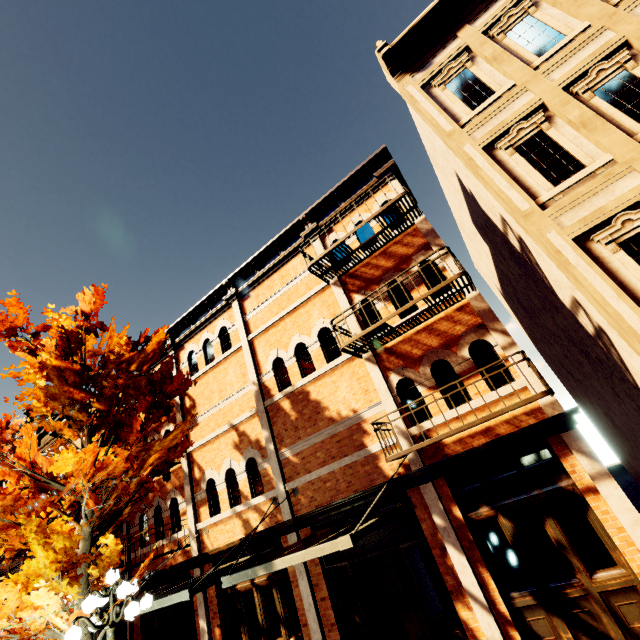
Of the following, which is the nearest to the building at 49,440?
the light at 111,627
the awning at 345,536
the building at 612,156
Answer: the awning at 345,536

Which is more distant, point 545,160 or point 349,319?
point 349,319

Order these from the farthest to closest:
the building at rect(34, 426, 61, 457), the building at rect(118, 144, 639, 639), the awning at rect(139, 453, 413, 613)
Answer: the building at rect(34, 426, 61, 457)
the building at rect(118, 144, 639, 639)
the awning at rect(139, 453, 413, 613)

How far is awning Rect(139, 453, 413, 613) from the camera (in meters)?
5.21

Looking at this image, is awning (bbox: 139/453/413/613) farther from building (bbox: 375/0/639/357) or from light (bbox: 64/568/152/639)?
building (bbox: 375/0/639/357)

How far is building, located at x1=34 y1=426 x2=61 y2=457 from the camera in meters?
16.7

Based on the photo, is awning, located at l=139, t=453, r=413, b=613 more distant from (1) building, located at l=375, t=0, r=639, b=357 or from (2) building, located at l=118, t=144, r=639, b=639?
(1) building, located at l=375, t=0, r=639, b=357

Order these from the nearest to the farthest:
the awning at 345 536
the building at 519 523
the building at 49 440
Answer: the awning at 345 536
the building at 519 523
the building at 49 440
